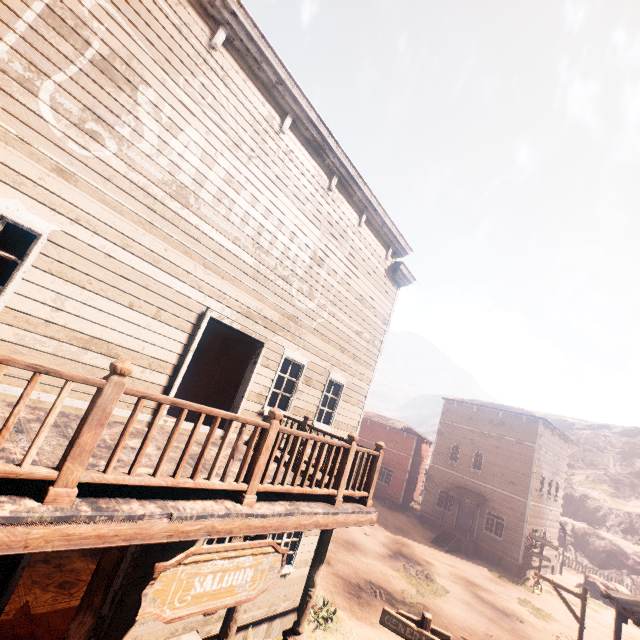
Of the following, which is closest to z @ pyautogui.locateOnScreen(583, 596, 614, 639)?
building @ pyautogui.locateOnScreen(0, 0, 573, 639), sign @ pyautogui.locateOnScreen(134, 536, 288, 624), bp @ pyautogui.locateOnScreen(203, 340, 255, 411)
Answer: building @ pyautogui.locateOnScreen(0, 0, 573, 639)

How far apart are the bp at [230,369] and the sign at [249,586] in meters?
4.0 m

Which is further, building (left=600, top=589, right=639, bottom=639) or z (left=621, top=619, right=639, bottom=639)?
z (left=621, top=619, right=639, bottom=639)

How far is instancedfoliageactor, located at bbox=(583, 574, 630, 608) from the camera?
23.5m

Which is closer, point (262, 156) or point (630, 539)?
point (262, 156)

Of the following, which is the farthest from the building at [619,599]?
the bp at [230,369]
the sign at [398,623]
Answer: the sign at [398,623]

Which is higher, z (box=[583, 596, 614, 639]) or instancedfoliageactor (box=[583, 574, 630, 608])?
instancedfoliageactor (box=[583, 574, 630, 608])

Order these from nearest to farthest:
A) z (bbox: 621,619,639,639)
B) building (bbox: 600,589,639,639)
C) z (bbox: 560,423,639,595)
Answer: building (bbox: 600,589,639,639) < z (bbox: 621,619,639,639) < z (bbox: 560,423,639,595)
